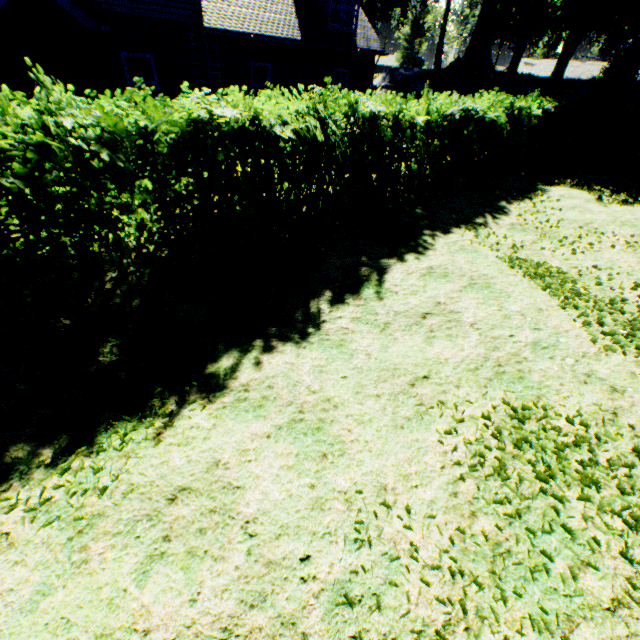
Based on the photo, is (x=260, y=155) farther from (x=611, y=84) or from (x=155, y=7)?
(x=611, y=84)

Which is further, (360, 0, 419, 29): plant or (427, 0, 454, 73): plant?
(360, 0, 419, 29): plant

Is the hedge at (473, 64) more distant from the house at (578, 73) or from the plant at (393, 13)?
the house at (578, 73)

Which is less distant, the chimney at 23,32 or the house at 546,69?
the chimney at 23,32

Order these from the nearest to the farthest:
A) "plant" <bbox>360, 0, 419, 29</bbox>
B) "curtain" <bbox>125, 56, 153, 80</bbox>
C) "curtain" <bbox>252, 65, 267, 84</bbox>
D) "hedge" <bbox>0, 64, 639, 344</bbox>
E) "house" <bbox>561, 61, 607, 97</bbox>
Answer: "hedge" <bbox>0, 64, 639, 344</bbox> < "curtain" <bbox>125, 56, 153, 80</bbox> < "curtain" <bbox>252, 65, 267, 84</bbox> < "house" <bbox>561, 61, 607, 97</bbox> < "plant" <bbox>360, 0, 419, 29</bbox>

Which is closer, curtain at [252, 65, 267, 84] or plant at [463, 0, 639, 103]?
curtain at [252, 65, 267, 84]

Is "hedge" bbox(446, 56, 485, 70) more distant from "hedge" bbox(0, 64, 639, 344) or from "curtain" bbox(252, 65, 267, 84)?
"curtain" bbox(252, 65, 267, 84)

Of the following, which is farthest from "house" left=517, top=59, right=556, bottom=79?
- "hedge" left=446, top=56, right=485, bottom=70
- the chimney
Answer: the chimney
